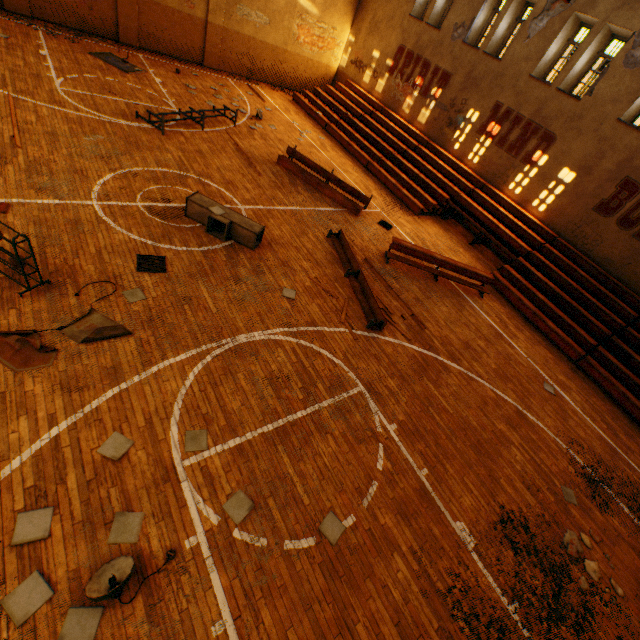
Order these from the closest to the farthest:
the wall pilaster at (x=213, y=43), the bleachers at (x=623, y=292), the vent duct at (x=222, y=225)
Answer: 1. the vent duct at (x=222, y=225)
2. the bleachers at (x=623, y=292)
3. the wall pilaster at (x=213, y=43)

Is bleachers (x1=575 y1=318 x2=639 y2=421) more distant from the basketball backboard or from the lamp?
the lamp

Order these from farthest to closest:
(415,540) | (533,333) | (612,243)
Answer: (612,243)
(533,333)
(415,540)

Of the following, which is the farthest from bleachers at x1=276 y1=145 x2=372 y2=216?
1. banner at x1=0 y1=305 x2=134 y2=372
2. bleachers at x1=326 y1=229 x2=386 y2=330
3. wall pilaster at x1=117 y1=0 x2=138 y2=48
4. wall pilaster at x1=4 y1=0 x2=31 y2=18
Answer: wall pilaster at x1=4 y1=0 x2=31 y2=18

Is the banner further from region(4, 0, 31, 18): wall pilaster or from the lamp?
region(4, 0, 31, 18): wall pilaster

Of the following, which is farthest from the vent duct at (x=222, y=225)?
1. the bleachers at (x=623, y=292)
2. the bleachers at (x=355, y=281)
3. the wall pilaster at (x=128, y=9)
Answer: the wall pilaster at (x=128, y=9)

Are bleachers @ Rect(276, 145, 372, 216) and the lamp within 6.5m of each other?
no

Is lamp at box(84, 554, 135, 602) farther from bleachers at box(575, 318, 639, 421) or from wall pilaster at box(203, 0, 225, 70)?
wall pilaster at box(203, 0, 225, 70)
